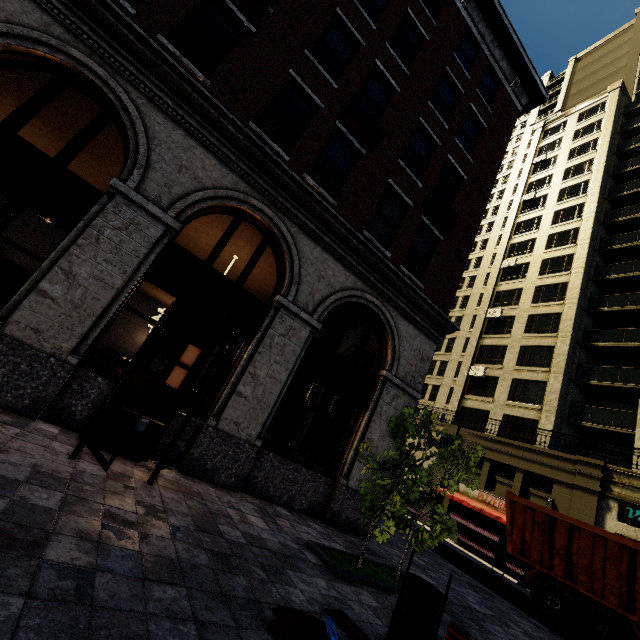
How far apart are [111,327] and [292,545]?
31.8m

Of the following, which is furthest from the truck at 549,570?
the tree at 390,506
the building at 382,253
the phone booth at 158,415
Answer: the phone booth at 158,415

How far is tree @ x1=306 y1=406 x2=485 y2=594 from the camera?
5.7 meters

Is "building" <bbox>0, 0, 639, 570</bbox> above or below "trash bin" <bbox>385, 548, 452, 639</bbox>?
above

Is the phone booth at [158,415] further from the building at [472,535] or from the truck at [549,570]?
the truck at [549,570]

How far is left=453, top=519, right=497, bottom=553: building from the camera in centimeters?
1853cm

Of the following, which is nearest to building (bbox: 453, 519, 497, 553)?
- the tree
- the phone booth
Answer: the phone booth

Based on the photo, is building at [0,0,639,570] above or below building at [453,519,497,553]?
above
